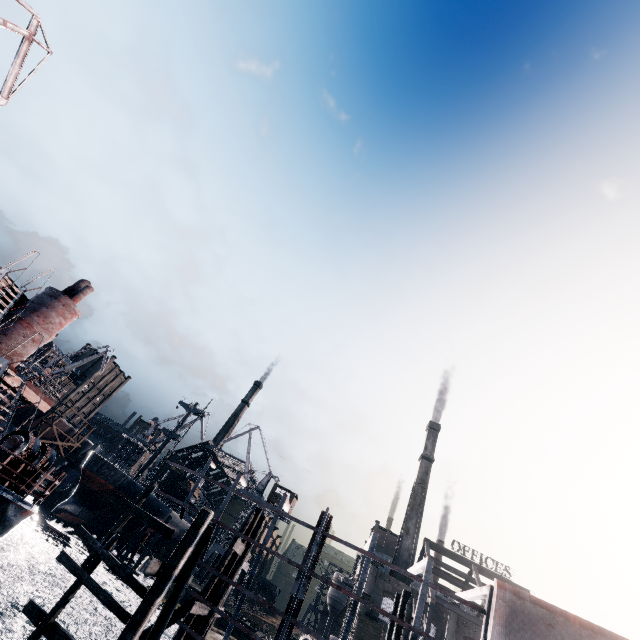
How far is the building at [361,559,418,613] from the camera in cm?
4822

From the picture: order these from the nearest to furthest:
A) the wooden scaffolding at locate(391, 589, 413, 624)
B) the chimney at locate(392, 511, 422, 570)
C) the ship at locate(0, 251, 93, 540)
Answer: the ship at locate(0, 251, 93, 540)
the wooden scaffolding at locate(391, 589, 413, 624)
the chimney at locate(392, 511, 422, 570)

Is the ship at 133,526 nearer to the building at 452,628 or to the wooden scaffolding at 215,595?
the building at 452,628

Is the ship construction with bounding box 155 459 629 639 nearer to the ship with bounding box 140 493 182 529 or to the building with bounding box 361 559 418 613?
the ship with bounding box 140 493 182 529

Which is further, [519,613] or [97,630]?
[97,630]

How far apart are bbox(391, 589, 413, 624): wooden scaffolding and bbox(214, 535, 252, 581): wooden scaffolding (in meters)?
8.30

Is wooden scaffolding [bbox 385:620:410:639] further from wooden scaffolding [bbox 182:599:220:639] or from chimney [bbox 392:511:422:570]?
chimney [bbox 392:511:422:570]

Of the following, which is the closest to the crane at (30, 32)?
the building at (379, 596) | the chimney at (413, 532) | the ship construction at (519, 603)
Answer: the ship construction at (519, 603)
